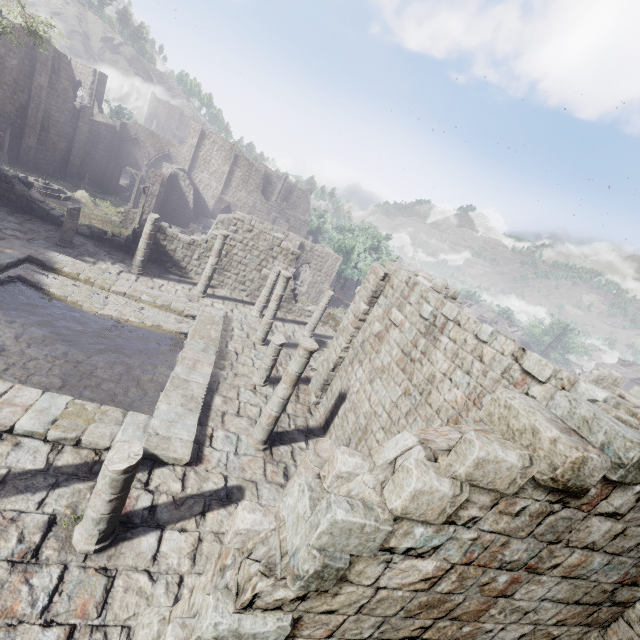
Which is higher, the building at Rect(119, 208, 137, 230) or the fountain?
the building at Rect(119, 208, 137, 230)

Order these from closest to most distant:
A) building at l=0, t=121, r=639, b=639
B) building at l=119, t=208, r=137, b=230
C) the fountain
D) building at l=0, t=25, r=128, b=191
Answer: building at l=0, t=121, r=639, b=639 < the fountain < building at l=119, t=208, r=137, b=230 < building at l=0, t=25, r=128, b=191

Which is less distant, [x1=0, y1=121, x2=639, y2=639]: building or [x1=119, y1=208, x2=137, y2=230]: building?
[x1=0, y1=121, x2=639, y2=639]: building

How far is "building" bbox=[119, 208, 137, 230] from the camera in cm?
2842

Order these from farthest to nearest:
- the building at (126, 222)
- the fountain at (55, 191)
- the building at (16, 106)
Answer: the building at (16, 106) → the building at (126, 222) → the fountain at (55, 191)

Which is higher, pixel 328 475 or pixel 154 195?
pixel 328 475

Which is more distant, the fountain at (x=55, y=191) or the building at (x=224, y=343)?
the fountain at (x=55, y=191)
